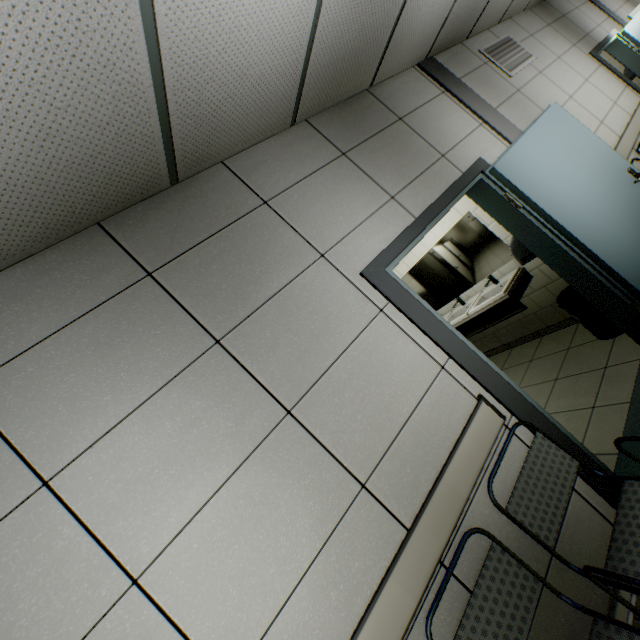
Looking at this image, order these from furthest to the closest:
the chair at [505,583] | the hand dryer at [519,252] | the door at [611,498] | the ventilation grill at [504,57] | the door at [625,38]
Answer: the door at [625,38]
the ventilation grill at [504,57]
the hand dryer at [519,252]
the door at [611,498]
the chair at [505,583]

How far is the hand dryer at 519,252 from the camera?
2.96m

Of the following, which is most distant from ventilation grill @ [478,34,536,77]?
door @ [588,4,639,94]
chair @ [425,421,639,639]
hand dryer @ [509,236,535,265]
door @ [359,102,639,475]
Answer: chair @ [425,421,639,639]

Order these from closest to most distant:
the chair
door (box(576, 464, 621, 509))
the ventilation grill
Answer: the chair
door (box(576, 464, 621, 509))
the ventilation grill

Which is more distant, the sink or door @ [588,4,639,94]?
door @ [588,4,639,94]

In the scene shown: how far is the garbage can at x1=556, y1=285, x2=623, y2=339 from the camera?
3.2 meters

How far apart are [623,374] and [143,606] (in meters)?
3.68

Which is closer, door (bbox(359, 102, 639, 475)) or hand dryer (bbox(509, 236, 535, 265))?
door (bbox(359, 102, 639, 475))
